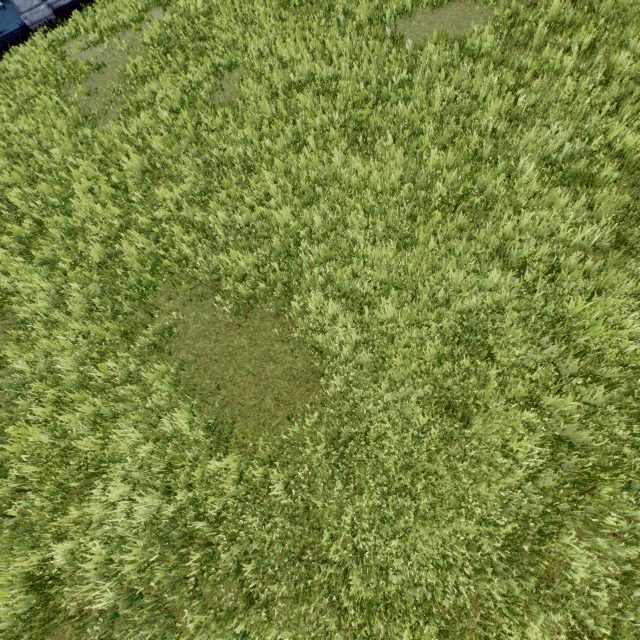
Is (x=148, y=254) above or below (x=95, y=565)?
below
